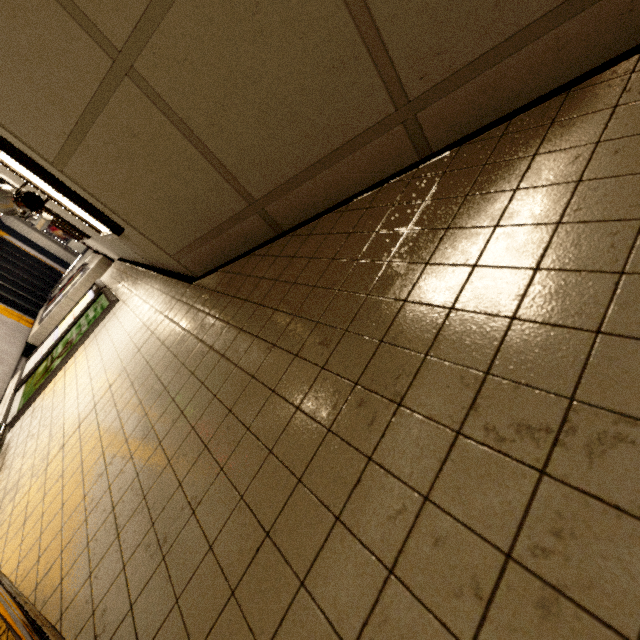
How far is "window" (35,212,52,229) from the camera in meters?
6.0

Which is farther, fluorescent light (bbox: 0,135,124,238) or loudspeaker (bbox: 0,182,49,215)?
loudspeaker (bbox: 0,182,49,215)

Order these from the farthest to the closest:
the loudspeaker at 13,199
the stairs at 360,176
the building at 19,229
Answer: the building at 19,229 < the loudspeaker at 13,199 < the stairs at 360,176

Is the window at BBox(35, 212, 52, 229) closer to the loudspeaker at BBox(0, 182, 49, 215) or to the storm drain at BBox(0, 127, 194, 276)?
the storm drain at BBox(0, 127, 194, 276)

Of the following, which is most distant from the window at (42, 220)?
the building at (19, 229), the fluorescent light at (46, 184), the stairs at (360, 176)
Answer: the building at (19, 229)

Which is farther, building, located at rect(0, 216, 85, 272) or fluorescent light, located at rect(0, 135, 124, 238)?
building, located at rect(0, 216, 85, 272)

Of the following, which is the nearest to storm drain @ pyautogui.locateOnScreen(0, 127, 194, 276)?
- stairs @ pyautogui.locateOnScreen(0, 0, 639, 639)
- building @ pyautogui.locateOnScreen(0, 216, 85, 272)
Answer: stairs @ pyautogui.locateOnScreen(0, 0, 639, 639)

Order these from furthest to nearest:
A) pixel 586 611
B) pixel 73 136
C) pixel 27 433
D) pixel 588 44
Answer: pixel 27 433
pixel 73 136
pixel 588 44
pixel 586 611
